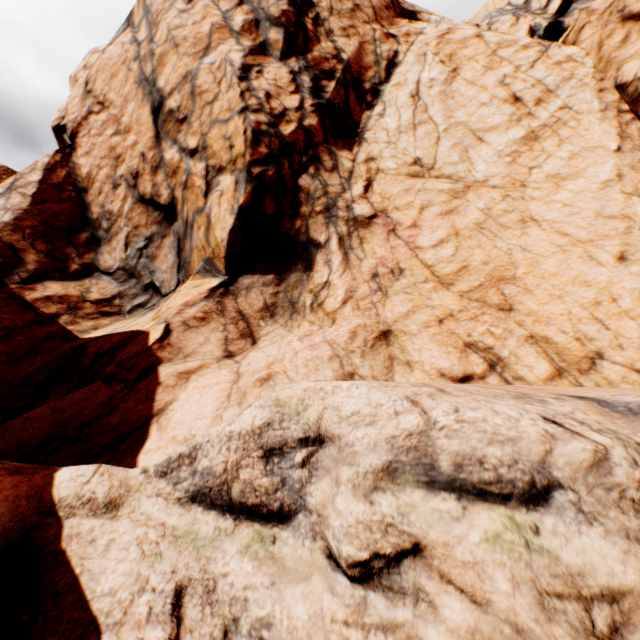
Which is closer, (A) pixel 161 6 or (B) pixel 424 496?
(B) pixel 424 496
